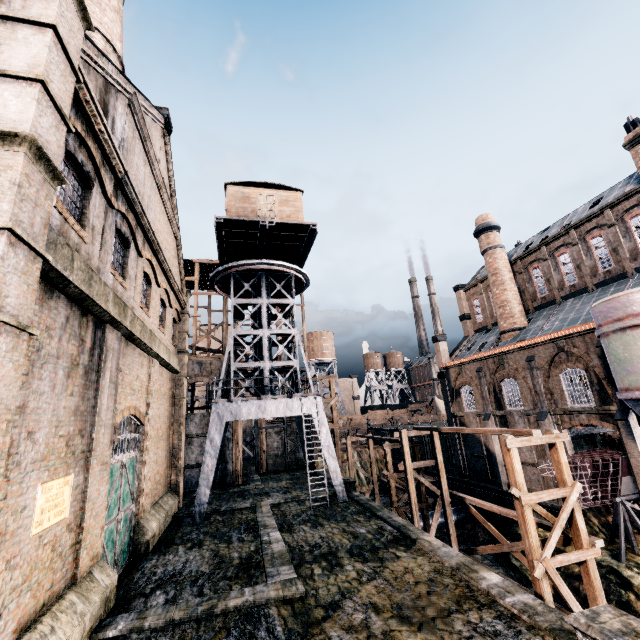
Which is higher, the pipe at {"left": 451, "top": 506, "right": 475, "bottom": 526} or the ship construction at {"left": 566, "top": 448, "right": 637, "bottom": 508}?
the ship construction at {"left": 566, "top": 448, "right": 637, "bottom": 508}

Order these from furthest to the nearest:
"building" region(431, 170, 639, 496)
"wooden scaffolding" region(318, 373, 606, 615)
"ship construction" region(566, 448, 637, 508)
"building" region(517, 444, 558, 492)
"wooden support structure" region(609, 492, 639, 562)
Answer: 1. "building" region(517, 444, 558, 492)
2. "building" region(431, 170, 639, 496)
3. "ship construction" region(566, 448, 637, 508)
4. "wooden support structure" region(609, 492, 639, 562)
5. "wooden scaffolding" region(318, 373, 606, 615)

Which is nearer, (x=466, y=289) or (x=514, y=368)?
(x=514, y=368)

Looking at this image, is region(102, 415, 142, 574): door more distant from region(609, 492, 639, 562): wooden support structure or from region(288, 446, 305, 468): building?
region(609, 492, 639, 562): wooden support structure

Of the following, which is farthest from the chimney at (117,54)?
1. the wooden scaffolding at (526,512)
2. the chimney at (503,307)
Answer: the chimney at (503,307)

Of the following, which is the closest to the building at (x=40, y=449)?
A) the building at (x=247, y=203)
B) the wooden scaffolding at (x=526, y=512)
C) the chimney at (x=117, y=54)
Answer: the chimney at (x=117, y=54)

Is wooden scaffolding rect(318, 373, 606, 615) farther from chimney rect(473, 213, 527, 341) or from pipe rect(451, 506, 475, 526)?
chimney rect(473, 213, 527, 341)

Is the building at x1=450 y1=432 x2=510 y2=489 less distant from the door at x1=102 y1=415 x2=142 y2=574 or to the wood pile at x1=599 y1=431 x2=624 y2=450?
the door at x1=102 y1=415 x2=142 y2=574
